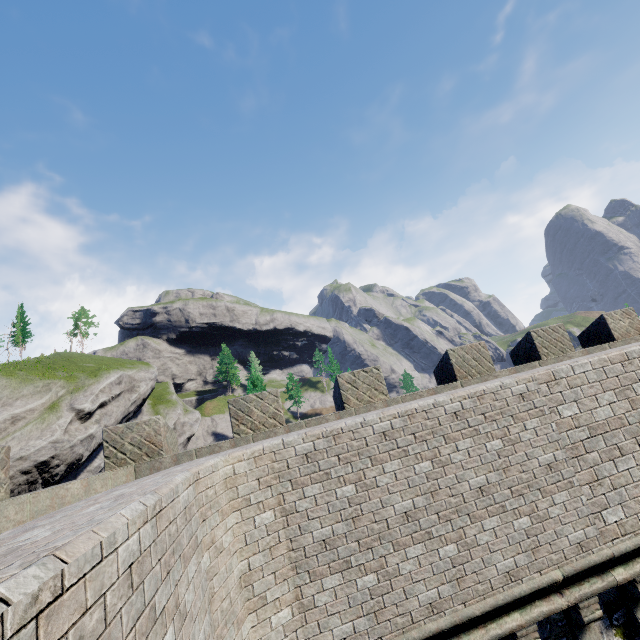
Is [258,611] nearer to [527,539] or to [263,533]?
[263,533]

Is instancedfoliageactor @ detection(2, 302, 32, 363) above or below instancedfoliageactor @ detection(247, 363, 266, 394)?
above

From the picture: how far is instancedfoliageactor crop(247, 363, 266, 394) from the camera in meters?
54.9 m

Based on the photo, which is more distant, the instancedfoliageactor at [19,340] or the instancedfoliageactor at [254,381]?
the instancedfoliageactor at [254,381]

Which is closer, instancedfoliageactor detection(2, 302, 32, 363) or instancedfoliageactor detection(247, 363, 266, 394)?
instancedfoliageactor detection(2, 302, 32, 363)

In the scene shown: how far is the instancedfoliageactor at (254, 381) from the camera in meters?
54.9
